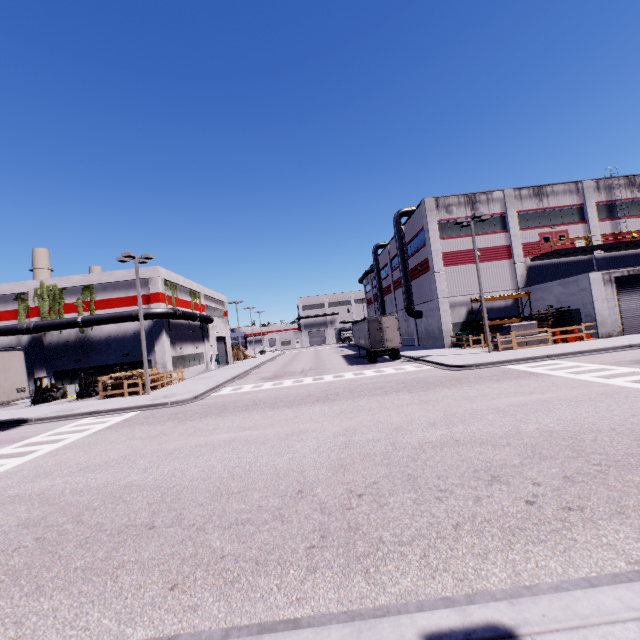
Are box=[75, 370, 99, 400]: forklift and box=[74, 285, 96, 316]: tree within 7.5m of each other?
yes

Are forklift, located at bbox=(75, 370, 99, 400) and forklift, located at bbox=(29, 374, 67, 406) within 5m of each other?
yes

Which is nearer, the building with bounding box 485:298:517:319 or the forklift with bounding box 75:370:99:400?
the forklift with bounding box 75:370:99:400

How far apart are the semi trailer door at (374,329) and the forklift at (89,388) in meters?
24.6 m

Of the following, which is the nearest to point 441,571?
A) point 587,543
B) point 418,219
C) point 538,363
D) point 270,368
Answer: point 587,543

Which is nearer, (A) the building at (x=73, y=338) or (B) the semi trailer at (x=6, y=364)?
(B) the semi trailer at (x=6, y=364)

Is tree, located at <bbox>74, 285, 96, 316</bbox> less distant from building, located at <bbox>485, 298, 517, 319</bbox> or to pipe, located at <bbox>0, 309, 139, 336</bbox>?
building, located at <bbox>485, 298, 517, 319</bbox>

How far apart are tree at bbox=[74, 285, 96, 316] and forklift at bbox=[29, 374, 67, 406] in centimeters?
528cm
